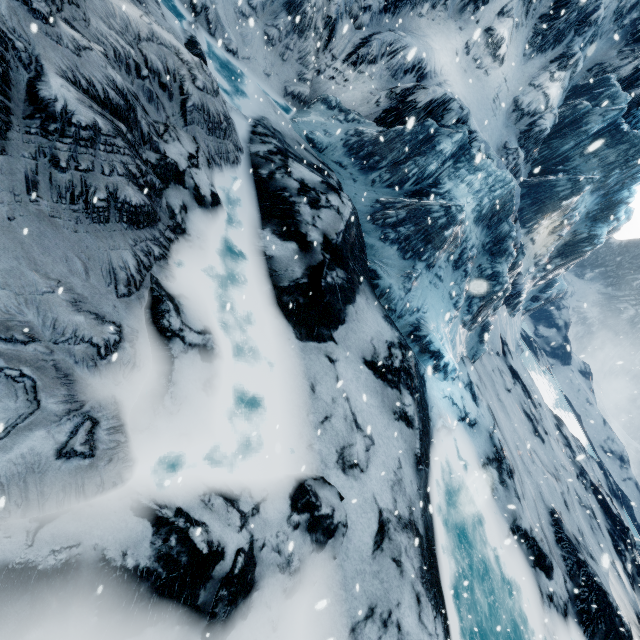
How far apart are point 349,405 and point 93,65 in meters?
6.7
